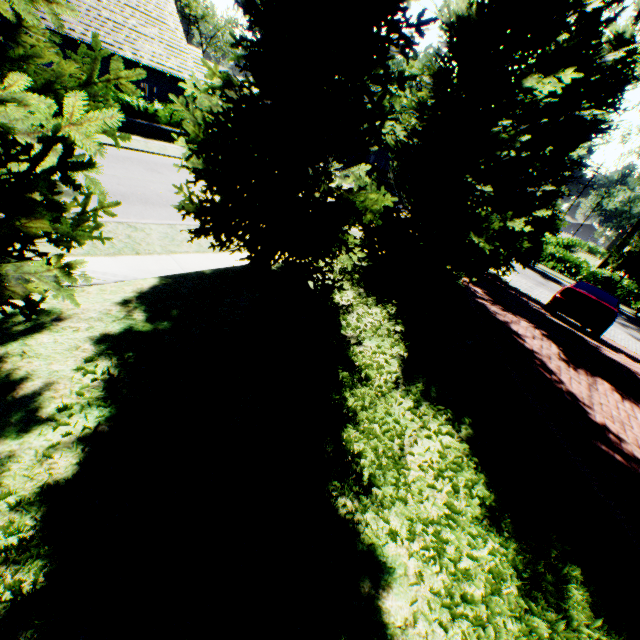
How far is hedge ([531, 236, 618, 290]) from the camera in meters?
28.4 m

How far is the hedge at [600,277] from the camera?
28.4m

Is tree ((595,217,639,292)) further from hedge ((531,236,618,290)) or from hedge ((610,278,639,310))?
hedge ((610,278,639,310))

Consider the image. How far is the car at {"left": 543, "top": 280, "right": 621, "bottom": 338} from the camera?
10.7m

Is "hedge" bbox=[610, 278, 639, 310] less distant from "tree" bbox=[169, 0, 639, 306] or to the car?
"tree" bbox=[169, 0, 639, 306]

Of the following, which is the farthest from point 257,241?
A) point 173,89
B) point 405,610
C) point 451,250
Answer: point 173,89

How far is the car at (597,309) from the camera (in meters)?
10.67

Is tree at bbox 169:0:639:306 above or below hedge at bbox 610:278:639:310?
above
